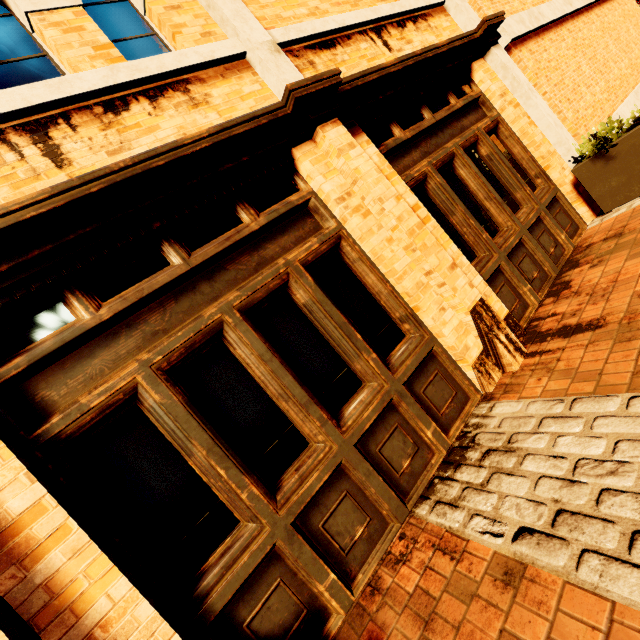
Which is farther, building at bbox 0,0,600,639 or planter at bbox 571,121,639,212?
planter at bbox 571,121,639,212

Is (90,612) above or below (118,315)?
below

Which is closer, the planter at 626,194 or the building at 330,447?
the building at 330,447
